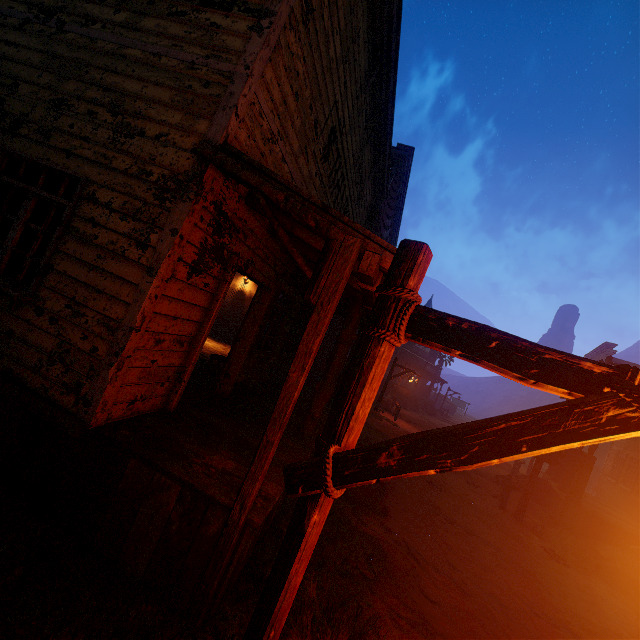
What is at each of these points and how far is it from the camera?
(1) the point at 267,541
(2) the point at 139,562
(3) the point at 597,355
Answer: (1) z, 4.2 meters
(2) building, 2.9 meters
(3) building, 33.1 meters

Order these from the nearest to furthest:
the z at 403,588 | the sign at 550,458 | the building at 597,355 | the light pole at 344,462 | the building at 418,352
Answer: the light pole at 344,462 → the z at 403,588 → the sign at 550,458 → the building at 597,355 → the building at 418,352

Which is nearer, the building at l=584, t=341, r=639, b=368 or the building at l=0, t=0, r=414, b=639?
the building at l=0, t=0, r=414, b=639

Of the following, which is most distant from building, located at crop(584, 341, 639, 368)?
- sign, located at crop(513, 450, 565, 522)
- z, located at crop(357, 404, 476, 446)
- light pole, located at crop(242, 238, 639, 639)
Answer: sign, located at crop(513, 450, 565, 522)

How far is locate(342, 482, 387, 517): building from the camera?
6.3 meters

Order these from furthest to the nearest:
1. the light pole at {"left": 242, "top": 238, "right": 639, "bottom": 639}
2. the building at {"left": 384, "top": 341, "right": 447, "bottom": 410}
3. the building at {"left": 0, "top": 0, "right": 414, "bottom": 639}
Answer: the building at {"left": 384, "top": 341, "right": 447, "bottom": 410}, the building at {"left": 0, "top": 0, "right": 414, "bottom": 639}, the light pole at {"left": 242, "top": 238, "right": 639, "bottom": 639}

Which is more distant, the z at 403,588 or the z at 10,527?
the z at 403,588

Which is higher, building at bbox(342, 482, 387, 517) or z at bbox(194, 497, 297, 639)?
Result: building at bbox(342, 482, 387, 517)
